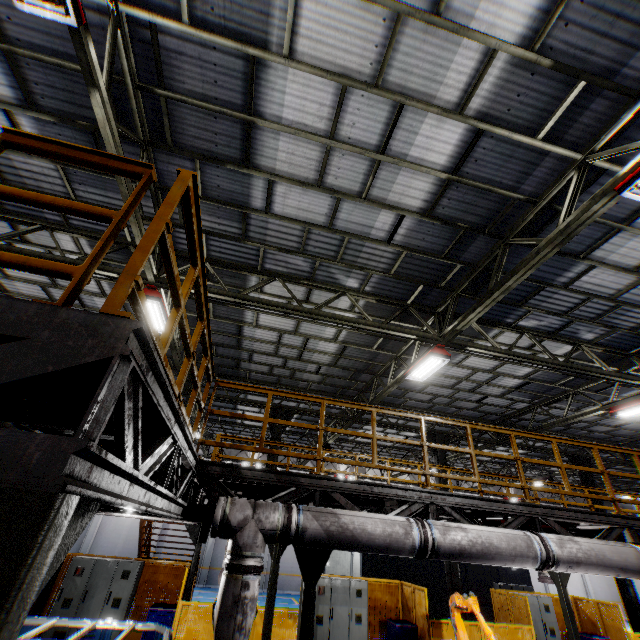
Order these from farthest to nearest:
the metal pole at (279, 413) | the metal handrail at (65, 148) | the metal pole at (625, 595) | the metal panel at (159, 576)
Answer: the metal pole at (279, 413) → the metal pole at (625, 595) → the metal panel at (159, 576) → the metal handrail at (65, 148)

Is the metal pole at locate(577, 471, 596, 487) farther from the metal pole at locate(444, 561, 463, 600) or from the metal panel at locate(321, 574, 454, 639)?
the metal pole at locate(444, 561, 463, 600)

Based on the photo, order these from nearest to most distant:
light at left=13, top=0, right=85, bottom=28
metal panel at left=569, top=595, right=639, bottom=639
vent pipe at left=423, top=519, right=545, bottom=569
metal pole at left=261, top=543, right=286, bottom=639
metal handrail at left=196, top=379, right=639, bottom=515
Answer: light at left=13, top=0, right=85, bottom=28
vent pipe at left=423, top=519, right=545, bottom=569
metal handrail at left=196, top=379, right=639, bottom=515
metal pole at left=261, top=543, right=286, bottom=639
metal panel at left=569, top=595, right=639, bottom=639

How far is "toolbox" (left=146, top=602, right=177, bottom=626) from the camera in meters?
9.6 m

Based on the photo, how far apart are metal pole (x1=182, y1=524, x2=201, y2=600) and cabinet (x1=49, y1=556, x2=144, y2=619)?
1.77m

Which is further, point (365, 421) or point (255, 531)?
point (365, 421)

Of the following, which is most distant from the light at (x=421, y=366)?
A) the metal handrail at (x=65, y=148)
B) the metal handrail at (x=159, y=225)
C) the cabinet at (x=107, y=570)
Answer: the cabinet at (x=107, y=570)

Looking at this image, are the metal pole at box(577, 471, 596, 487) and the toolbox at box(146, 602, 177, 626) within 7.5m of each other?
no
